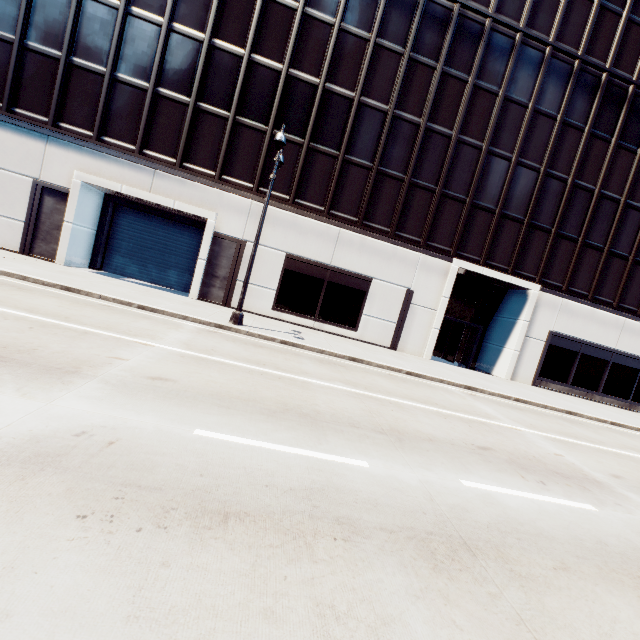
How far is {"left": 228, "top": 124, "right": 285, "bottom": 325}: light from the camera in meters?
11.3 m

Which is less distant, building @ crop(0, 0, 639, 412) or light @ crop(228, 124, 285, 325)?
light @ crop(228, 124, 285, 325)

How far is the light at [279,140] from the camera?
11.30m

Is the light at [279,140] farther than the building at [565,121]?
No

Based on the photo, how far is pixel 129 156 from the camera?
16.1 meters
